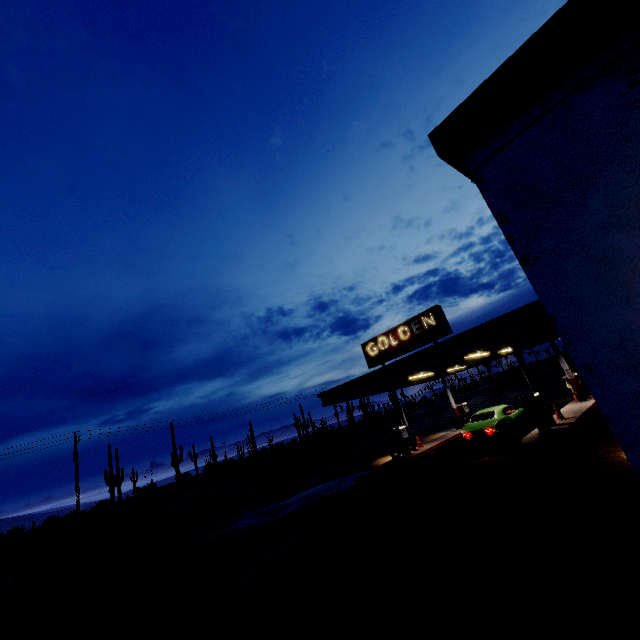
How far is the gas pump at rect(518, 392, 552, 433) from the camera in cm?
1305

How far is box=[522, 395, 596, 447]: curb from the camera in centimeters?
1184cm

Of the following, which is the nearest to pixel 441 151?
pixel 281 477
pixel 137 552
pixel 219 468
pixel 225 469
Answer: pixel 137 552

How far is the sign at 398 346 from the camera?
15.82m

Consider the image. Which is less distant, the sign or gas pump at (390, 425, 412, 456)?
the sign

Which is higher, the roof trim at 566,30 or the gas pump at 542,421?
the roof trim at 566,30

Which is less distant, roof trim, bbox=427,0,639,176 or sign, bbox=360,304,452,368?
roof trim, bbox=427,0,639,176

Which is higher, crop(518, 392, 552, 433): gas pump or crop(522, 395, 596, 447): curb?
crop(518, 392, 552, 433): gas pump
